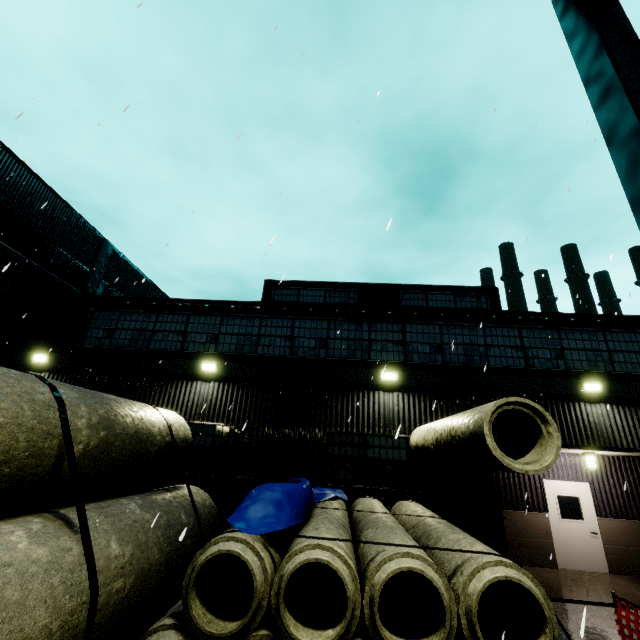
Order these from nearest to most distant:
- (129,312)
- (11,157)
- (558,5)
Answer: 1. (558,5)
2. (129,312)
3. (11,157)

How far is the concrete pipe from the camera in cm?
463

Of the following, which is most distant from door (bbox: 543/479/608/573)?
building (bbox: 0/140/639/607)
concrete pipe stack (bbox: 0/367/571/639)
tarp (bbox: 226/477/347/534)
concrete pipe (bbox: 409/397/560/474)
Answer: tarp (bbox: 226/477/347/534)

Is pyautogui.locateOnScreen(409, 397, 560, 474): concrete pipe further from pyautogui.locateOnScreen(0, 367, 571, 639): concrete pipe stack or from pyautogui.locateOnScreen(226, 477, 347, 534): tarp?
pyautogui.locateOnScreen(226, 477, 347, 534): tarp

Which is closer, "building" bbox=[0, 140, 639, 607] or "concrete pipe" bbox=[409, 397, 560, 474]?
"concrete pipe" bbox=[409, 397, 560, 474]

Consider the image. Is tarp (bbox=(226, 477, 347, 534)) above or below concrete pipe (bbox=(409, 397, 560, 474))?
below

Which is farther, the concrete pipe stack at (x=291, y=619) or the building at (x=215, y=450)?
the building at (x=215, y=450)

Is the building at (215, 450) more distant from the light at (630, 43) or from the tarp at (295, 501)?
the light at (630, 43)
